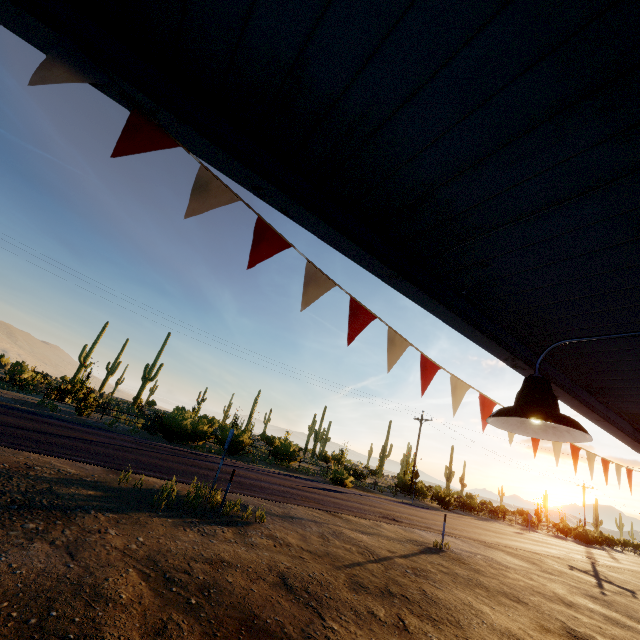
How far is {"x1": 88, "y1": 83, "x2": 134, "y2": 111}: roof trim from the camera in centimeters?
216cm

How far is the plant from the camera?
23.29m

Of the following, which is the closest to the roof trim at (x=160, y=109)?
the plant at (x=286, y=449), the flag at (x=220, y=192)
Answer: the flag at (x=220, y=192)

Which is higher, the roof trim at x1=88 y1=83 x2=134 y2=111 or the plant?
the roof trim at x1=88 y1=83 x2=134 y2=111

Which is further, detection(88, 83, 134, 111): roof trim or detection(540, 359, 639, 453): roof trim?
detection(540, 359, 639, 453): roof trim

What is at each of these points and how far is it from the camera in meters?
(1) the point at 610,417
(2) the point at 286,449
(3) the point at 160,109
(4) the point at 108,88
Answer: (1) roof trim, 5.6
(2) plant, 24.6
(3) roof trim, 2.2
(4) roof trim, 2.2

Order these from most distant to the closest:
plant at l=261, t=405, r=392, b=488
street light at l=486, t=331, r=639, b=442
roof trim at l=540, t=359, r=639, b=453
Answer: plant at l=261, t=405, r=392, b=488 < roof trim at l=540, t=359, r=639, b=453 < street light at l=486, t=331, r=639, b=442

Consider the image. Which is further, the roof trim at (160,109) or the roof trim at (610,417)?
the roof trim at (610,417)
